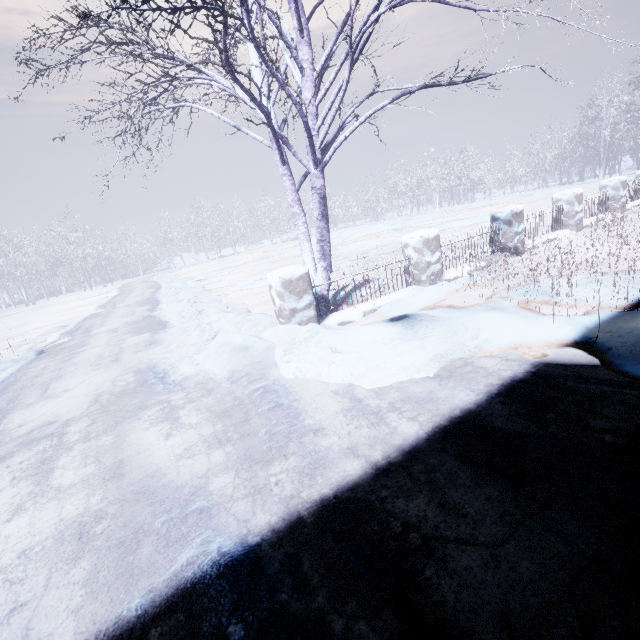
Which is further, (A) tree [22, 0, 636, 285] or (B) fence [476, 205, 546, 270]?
(B) fence [476, 205, 546, 270]

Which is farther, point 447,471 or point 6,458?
point 6,458

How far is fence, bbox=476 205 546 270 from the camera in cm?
593

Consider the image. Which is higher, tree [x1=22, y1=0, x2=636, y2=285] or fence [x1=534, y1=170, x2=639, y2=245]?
tree [x1=22, y1=0, x2=636, y2=285]

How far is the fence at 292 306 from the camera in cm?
386

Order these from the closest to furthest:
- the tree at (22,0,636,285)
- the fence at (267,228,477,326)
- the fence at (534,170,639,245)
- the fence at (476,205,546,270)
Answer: the tree at (22,0,636,285)
the fence at (267,228,477,326)
the fence at (476,205,546,270)
the fence at (534,170,639,245)

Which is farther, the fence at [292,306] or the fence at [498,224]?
the fence at [498,224]
